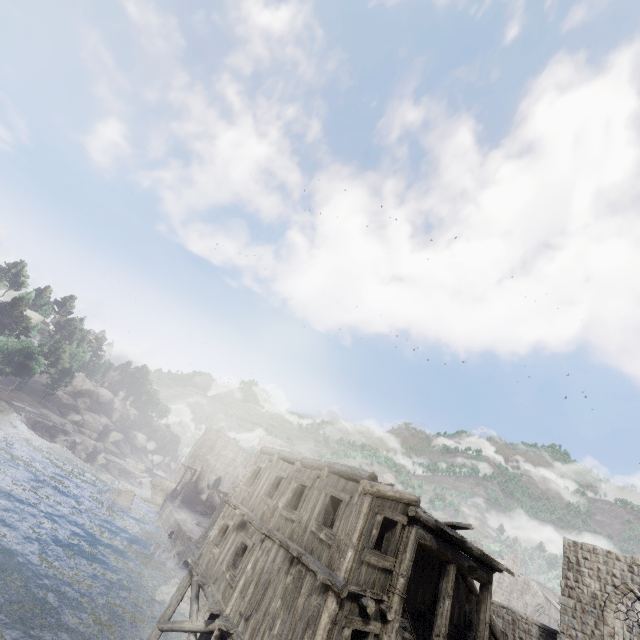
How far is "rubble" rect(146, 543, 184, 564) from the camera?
27.84m

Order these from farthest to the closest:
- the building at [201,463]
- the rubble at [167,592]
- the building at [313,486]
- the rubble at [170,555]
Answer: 1. the building at [201,463]
2. the rubble at [170,555]
3. the rubble at [167,592]
4. the building at [313,486]

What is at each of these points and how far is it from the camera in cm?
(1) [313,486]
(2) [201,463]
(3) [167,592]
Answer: (1) building, 1209
(2) building, 5709
(3) rubble, 2208

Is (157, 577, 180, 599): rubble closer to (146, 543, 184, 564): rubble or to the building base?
the building base

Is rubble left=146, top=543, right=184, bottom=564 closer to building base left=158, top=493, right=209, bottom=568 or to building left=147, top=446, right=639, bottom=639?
building base left=158, top=493, right=209, bottom=568

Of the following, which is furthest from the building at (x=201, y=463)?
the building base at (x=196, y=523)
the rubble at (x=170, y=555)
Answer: the rubble at (x=170, y=555)

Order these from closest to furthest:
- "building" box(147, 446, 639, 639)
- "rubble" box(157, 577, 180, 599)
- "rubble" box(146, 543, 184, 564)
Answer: "building" box(147, 446, 639, 639), "rubble" box(157, 577, 180, 599), "rubble" box(146, 543, 184, 564)

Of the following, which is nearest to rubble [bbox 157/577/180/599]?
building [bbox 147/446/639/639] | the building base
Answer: the building base
